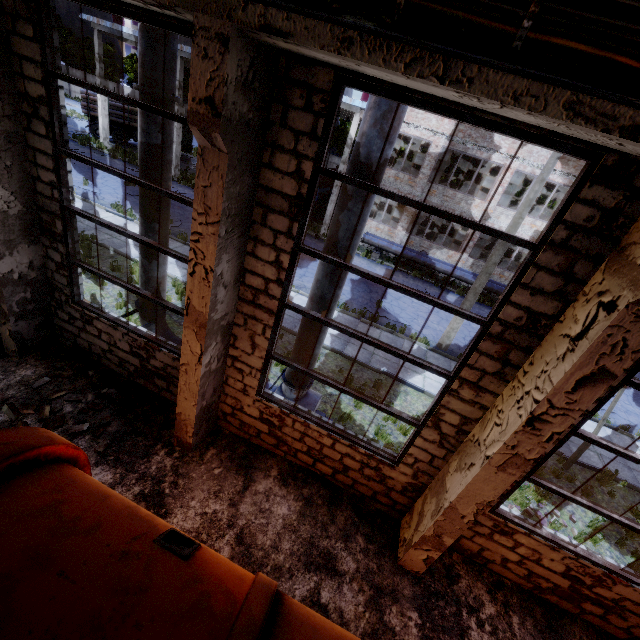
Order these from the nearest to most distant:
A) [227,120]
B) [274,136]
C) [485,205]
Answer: [227,120], [274,136], [485,205]

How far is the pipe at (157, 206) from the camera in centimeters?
632cm

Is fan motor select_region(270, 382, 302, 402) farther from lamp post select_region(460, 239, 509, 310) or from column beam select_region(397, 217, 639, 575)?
lamp post select_region(460, 239, 509, 310)

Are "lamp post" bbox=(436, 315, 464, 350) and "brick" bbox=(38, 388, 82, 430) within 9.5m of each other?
no

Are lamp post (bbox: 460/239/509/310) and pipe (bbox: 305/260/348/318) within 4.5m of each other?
no

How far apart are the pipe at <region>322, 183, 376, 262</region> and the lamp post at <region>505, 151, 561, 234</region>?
8.0 meters

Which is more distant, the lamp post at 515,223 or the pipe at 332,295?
the lamp post at 515,223

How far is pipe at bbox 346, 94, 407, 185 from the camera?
4.44m
